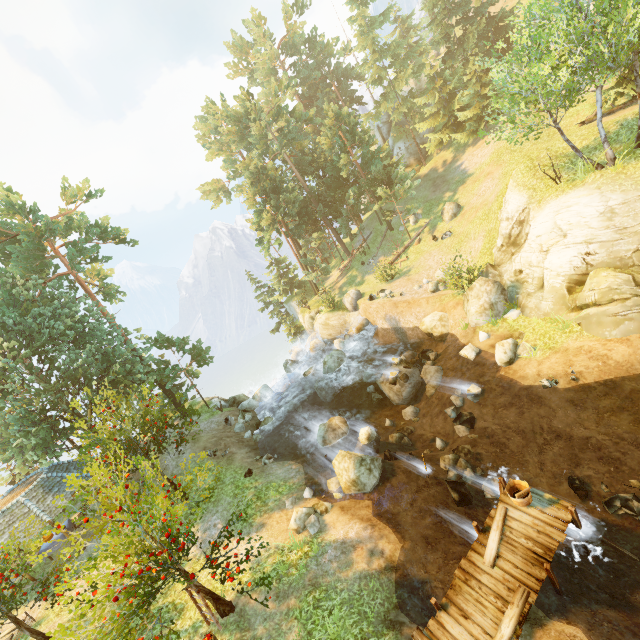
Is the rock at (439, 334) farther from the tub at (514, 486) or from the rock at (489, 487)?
the tub at (514, 486)

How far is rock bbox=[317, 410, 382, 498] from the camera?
14.0m

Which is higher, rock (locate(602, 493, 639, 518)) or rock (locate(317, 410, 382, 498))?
rock (locate(317, 410, 382, 498))

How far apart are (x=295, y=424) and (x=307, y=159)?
31.50m

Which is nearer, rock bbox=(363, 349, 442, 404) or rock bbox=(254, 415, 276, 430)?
rock bbox=(363, 349, 442, 404)

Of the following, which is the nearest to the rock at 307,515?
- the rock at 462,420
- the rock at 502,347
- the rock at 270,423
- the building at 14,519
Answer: the rock at 462,420

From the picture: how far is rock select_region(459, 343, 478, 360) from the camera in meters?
17.9 m

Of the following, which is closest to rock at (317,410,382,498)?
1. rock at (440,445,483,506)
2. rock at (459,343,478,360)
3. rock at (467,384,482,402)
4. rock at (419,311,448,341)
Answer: rock at (440,445,483,506)
